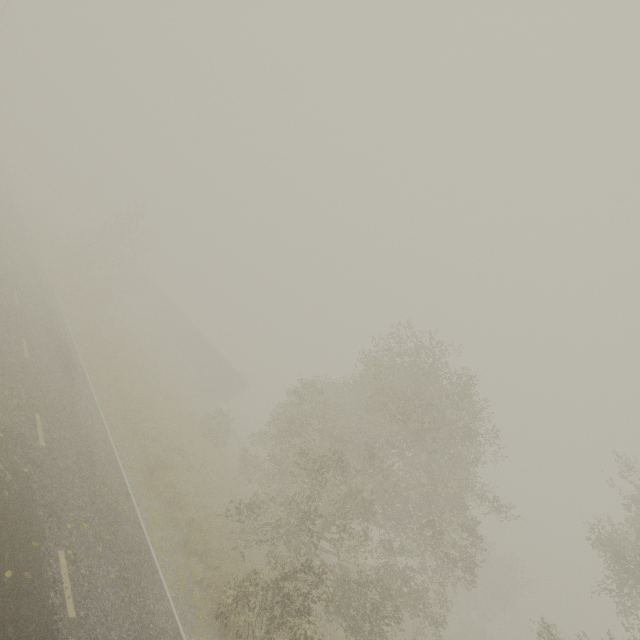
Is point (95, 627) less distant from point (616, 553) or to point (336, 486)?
point (336, 486)

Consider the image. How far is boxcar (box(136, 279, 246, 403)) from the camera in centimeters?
4084cm

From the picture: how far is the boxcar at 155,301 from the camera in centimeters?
4084cm

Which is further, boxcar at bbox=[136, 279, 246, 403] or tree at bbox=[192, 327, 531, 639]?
boxcar at bbox=[136, 279, 246, 403]

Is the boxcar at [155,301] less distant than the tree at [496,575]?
No
